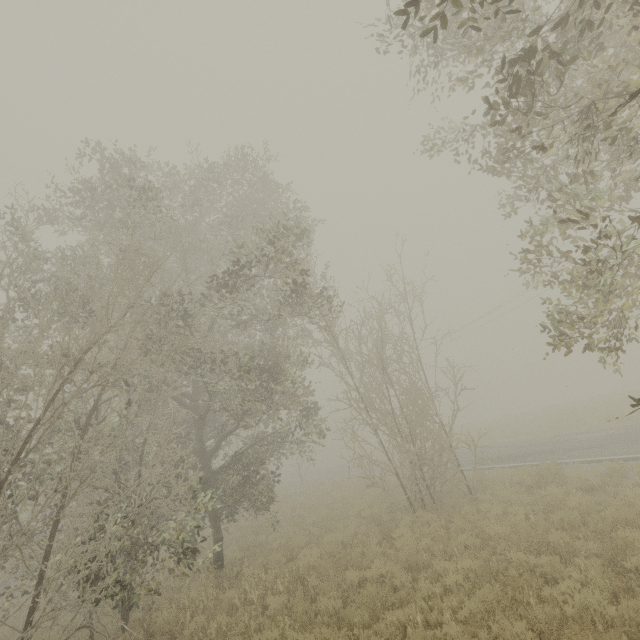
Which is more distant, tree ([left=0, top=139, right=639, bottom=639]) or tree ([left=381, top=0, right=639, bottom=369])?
tree ([left=0, top=139, right=639, bottom=639])

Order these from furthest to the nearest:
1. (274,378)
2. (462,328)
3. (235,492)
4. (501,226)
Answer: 1. (462,328)
2. (501,226)
3. (235,492)
4. (274,378)

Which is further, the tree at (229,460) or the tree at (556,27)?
the tree at (229,460)
